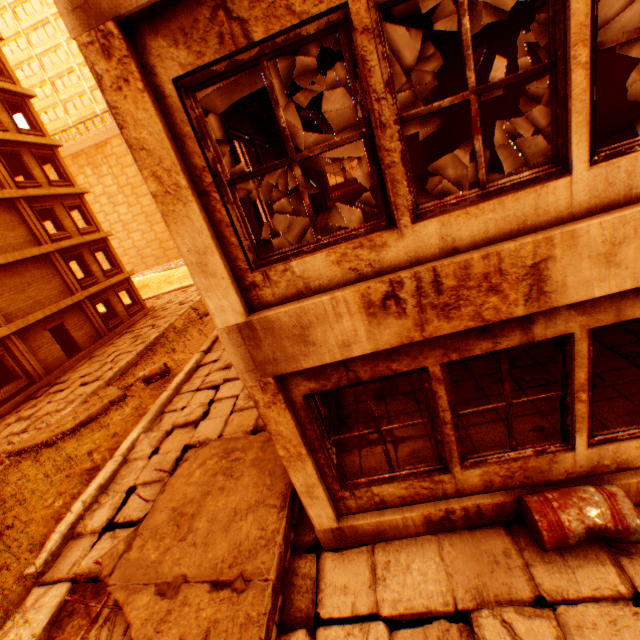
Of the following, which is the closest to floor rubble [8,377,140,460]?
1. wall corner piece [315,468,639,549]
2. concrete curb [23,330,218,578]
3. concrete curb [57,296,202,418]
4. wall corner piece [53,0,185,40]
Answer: concrete curb [57,296,202,418]

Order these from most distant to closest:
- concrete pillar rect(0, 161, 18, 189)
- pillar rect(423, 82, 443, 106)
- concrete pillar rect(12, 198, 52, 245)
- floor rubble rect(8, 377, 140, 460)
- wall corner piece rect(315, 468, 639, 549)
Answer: concrete pillar rect(12, 198, 52, 245), concrete pillar rect(0, 161, 18, 189), pillar rect(423, 82, 443, 106), floor rubble rect(8, 377, 140, 460), wall corner piece rect(315, 468, 639, 549)

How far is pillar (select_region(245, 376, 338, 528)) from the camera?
3.4 meters

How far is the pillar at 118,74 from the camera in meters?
2.3

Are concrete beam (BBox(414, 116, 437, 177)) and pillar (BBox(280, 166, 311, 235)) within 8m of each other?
yes

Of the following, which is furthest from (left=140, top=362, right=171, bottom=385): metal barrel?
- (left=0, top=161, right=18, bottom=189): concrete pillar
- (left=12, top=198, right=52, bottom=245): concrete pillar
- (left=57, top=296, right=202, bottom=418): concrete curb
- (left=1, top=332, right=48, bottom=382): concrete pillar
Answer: (left=0, top=161, right=18, bottom=189): concrete pillar

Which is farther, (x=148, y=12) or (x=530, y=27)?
(x=530, y=27)

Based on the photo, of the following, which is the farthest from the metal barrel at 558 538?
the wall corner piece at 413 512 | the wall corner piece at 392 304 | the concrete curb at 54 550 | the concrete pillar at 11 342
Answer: the concrete pillar at 11 342
